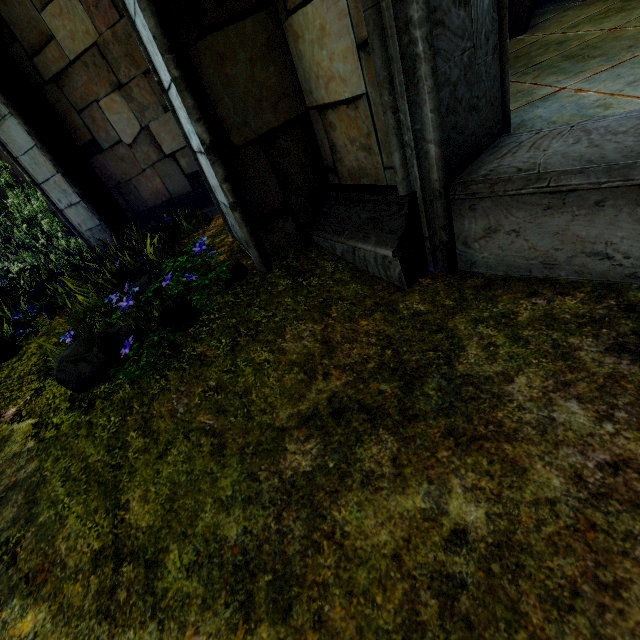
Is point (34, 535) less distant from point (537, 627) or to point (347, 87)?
point (537, 627)
